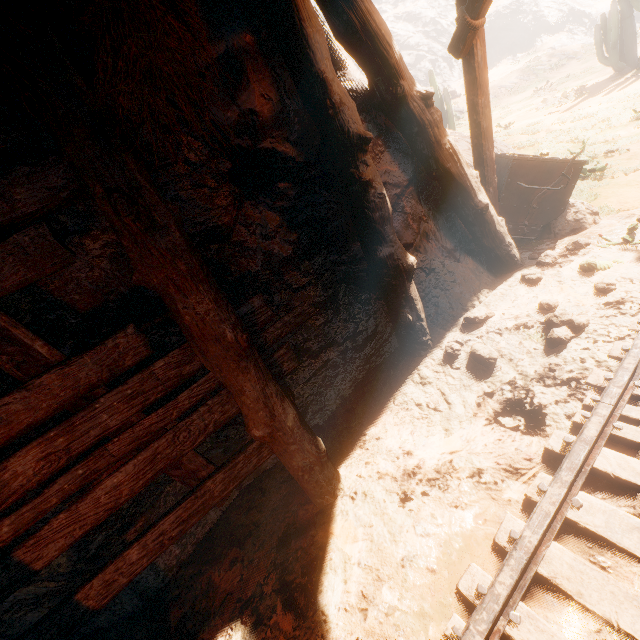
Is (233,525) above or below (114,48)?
below

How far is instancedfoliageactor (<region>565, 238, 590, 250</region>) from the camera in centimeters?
441cm

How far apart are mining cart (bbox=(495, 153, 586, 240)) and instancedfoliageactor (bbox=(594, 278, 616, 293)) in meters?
1.7 m

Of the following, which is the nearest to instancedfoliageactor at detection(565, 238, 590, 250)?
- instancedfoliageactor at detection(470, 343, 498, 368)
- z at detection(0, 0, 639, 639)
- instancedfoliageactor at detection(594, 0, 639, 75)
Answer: z at detection(0, 0, 639, 639)

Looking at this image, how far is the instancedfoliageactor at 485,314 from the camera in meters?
3.8 m

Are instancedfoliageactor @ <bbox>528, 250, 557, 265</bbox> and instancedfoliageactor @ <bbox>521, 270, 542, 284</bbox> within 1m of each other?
yes

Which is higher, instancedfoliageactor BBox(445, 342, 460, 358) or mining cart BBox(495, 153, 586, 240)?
mining cart BBox(495, 153, 586, 240)

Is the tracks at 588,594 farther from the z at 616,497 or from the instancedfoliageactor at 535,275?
the instancedfoliageactor at 535,275
